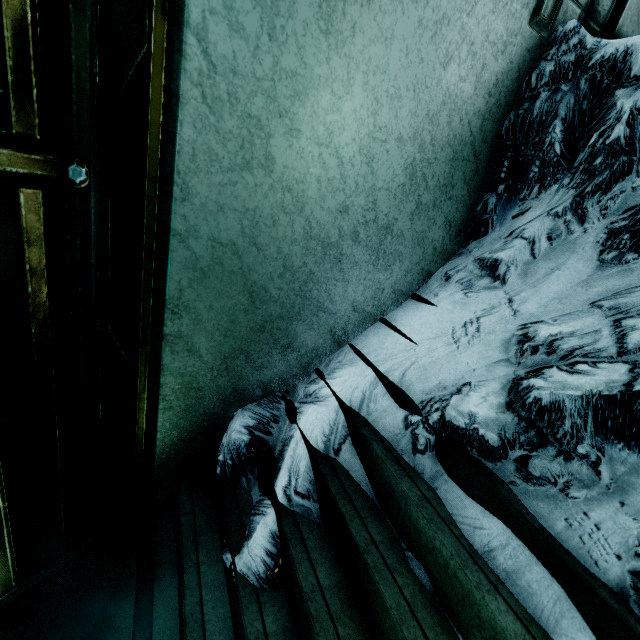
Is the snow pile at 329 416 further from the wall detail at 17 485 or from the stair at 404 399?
the wall detail at 17 485

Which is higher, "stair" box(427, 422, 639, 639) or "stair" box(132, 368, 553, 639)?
"stair" box(427, 422, 639, 639)

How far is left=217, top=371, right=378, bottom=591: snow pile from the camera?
1.1 meters

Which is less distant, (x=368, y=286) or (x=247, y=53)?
(x=247, y=53)

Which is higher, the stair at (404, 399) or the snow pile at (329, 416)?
the stair at (404, 399)

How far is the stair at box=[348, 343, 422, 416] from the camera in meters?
1.2

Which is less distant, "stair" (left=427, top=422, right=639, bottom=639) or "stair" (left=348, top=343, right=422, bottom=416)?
"stair" (left=427, top=422, right=639, bottom=639)

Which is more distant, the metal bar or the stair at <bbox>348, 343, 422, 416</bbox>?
the stair at <bbox>348, 343, 422, 416</bbox>
